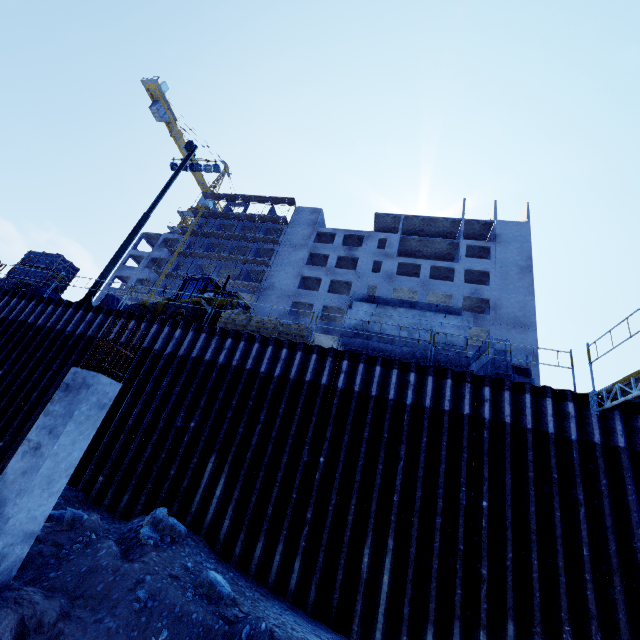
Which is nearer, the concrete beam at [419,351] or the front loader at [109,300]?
the concrete beam at [419,351]

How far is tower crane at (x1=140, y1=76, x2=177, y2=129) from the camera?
54.0 meters

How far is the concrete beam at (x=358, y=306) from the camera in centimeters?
1065cm

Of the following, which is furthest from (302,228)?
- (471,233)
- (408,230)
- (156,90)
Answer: (156,90)

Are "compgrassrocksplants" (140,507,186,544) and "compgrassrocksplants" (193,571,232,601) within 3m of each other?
yes

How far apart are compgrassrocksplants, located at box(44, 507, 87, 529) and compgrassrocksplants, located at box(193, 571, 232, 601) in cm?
303

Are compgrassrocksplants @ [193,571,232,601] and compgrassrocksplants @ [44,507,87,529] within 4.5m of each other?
yes

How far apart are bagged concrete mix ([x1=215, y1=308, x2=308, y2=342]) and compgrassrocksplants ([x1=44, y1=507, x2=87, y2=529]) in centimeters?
649cm
